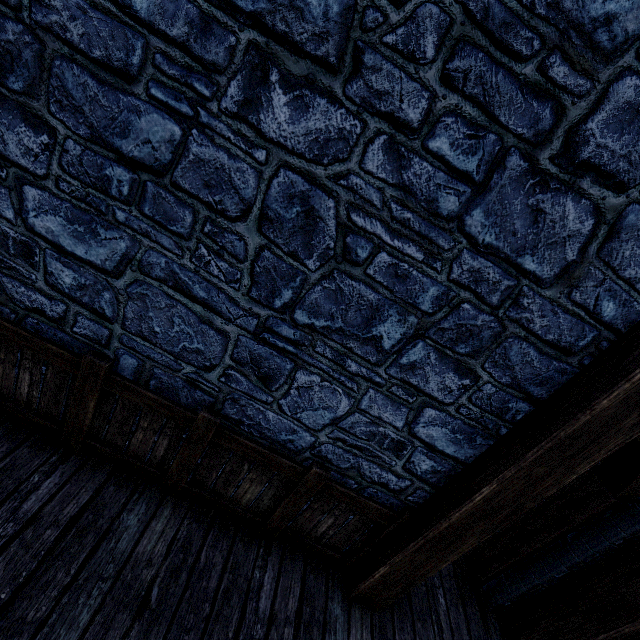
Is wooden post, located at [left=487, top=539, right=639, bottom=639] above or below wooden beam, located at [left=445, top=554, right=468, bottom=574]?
above

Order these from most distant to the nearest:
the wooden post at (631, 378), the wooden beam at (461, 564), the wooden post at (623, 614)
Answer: the wooden beam at (461, 564) → the wooden post at (623, 614) → the wooden post at (631, 378)

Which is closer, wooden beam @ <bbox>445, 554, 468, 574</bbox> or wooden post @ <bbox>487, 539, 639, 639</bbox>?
wooden post @ <bbox>487, 539, 639, 639</bbox>

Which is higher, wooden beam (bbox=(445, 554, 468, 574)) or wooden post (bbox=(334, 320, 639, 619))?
wooden post (bbox=(334, 320, 639, 619))

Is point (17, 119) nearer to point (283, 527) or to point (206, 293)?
point (206, 293)

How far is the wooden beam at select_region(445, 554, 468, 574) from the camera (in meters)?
3.95

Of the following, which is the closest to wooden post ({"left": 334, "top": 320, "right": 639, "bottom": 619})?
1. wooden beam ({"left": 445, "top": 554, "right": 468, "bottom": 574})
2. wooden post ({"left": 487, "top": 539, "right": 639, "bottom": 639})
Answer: wooden beam ({"left": 445, "top": 554, "right": 468, "bottom": 574})

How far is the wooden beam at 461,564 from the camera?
4.0 meters
